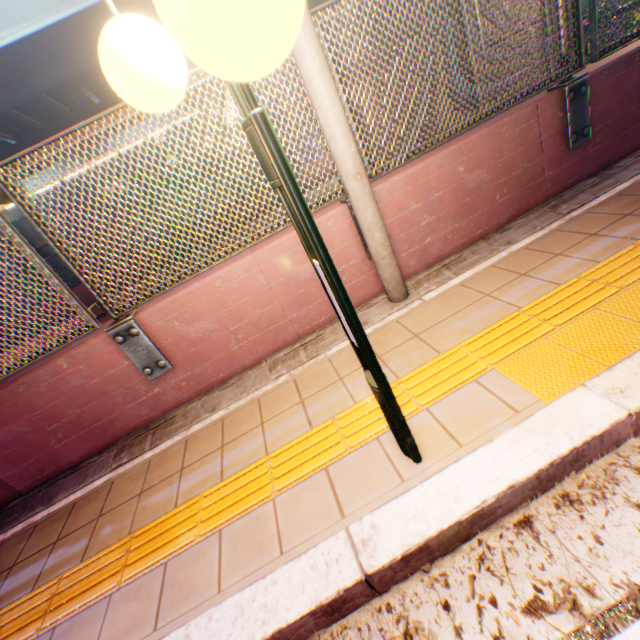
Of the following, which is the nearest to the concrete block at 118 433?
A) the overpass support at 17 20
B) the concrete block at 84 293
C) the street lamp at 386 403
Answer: the overpass support at 17 20

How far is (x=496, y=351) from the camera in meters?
2.0

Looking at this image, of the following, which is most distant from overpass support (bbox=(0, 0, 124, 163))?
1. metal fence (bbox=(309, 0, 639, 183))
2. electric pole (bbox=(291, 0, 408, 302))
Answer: electric pole (bbox=(291, 0, 408, 302))

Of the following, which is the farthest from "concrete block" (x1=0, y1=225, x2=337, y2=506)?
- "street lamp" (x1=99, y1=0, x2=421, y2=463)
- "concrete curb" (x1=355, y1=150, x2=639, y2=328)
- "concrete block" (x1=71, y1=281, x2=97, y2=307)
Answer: "concrete block" (x1=71, y1=281, x2=97, y2=307)

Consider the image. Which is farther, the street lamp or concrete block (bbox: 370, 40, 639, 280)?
concrete block (bbox: 370, 40, 639, 280)

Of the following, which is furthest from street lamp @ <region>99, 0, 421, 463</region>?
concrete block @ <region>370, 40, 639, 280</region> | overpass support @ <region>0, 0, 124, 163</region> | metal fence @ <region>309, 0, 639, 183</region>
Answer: overpass support @ <region>0, 0, 124, 163</region>

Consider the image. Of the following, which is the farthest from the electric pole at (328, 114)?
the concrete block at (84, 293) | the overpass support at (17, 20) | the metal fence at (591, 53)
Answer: the concrete block at (84, 293)

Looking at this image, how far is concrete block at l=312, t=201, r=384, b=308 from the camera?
2.9 meters
